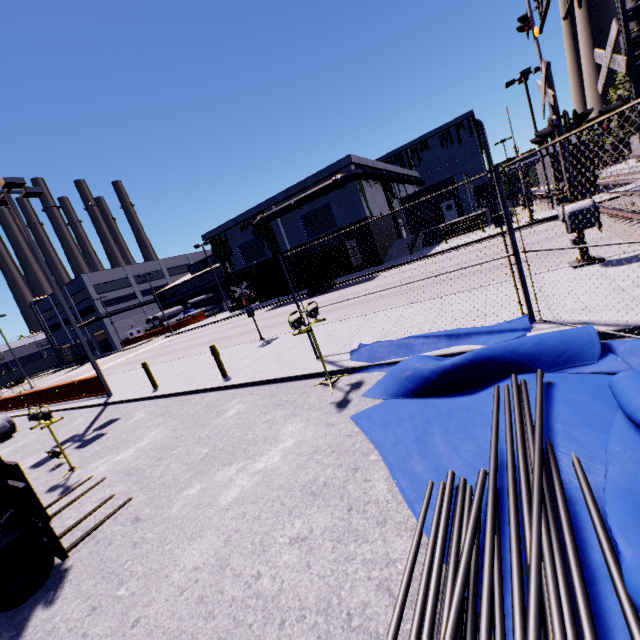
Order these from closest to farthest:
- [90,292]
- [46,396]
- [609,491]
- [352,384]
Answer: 1. [609,491]
2. [352,384]
3. [46,396]
4. [90,292]

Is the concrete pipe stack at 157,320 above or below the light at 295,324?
above

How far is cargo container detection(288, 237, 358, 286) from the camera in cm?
2638

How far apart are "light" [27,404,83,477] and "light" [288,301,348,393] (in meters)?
5.88

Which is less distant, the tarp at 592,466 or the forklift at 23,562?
the tarp at 592,466

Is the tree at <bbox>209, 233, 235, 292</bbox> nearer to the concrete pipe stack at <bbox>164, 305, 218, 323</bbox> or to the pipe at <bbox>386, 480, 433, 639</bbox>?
the concrete pipe stack at <bbox>164, 305, 218, 323</bbox>

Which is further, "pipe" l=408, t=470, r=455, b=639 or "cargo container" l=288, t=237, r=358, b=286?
"cargo container" l=288, t=237, r=358, b=286

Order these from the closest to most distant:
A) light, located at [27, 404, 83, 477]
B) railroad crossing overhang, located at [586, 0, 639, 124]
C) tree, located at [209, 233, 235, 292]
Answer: railroad crossing overhang, located at [586, 0, 639, 124], light, located at [27, 404, 83, 477], tree, located at [209, 233, 235, 292]
